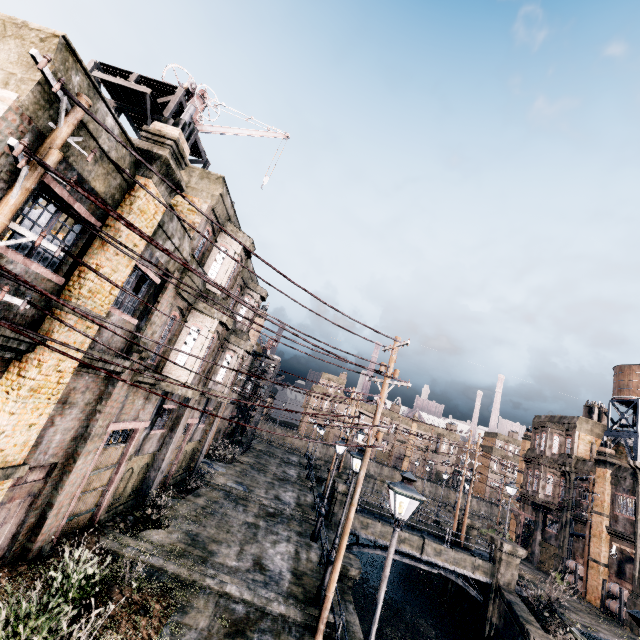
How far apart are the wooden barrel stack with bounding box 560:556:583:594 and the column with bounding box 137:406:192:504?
36.47m

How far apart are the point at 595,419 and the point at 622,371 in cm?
623

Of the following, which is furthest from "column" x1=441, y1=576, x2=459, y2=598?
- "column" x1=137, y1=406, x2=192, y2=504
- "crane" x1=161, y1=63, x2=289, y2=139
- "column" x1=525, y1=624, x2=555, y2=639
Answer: "crane" x1=161, y1=63, x2=289, y2=139

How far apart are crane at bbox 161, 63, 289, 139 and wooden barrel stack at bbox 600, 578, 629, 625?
41.3m

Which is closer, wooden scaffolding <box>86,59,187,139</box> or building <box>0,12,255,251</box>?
building <box>0,12,255,251</box>

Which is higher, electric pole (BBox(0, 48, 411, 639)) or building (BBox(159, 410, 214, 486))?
electric pole (BBox(0, 48, 411, 639))

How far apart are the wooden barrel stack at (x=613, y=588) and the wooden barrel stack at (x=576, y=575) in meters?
2.4

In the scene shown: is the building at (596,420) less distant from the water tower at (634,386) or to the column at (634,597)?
the column at (634,597)
